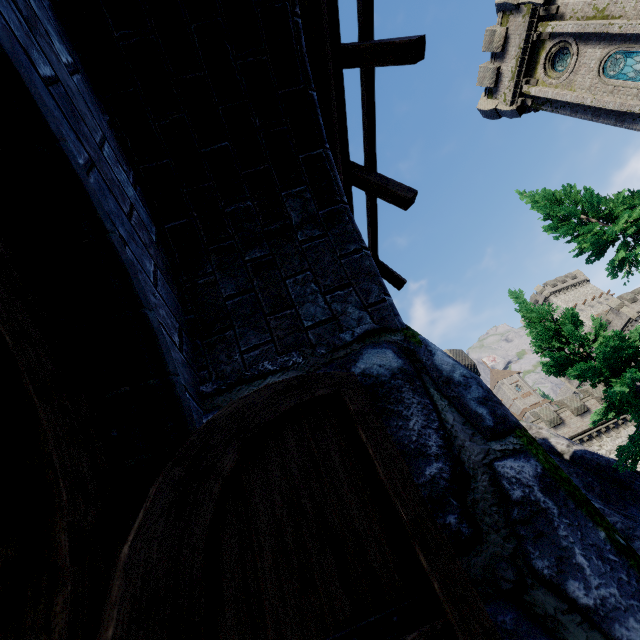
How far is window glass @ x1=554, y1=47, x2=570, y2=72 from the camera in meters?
20.6 m

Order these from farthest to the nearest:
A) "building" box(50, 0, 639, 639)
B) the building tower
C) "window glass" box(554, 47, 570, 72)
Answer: the building tower < "window glass" box(554, 47, 570, 72) < "building" box(50, 0, 639, 639)

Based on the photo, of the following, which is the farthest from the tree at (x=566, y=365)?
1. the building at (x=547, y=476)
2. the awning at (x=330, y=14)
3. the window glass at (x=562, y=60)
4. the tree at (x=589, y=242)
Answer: the window glass at (x=562, y=60)

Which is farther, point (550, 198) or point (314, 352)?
point (550, 198)

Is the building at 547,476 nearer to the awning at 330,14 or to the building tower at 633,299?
the awning at 330,14

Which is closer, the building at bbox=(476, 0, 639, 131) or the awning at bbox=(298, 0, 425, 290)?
the awning at bbox=(298, 0, 425, 290)

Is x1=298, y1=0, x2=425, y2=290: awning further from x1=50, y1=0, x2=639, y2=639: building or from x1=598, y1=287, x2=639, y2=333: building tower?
x1=598, y1=287, x2=639, y2=333: building tower

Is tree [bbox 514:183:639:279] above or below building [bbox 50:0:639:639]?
above
